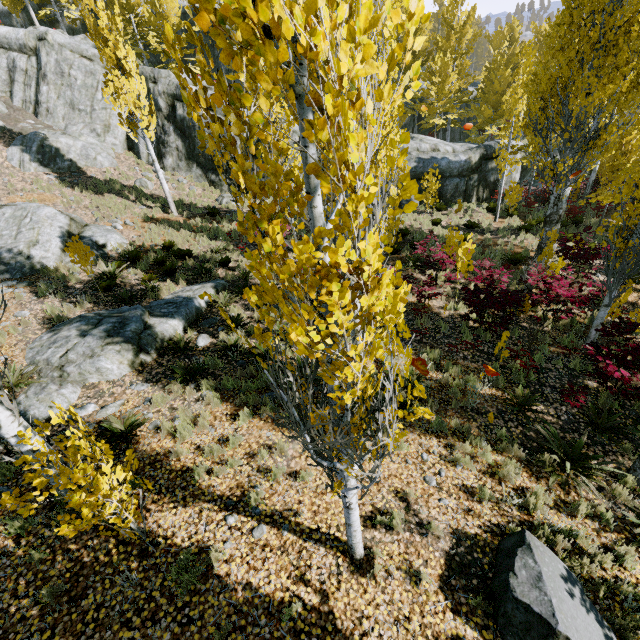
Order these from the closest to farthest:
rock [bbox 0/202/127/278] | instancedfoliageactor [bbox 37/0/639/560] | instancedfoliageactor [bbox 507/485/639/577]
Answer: instancedfoliageactor [bbox 37/0/639/560] → instancedfoliageactor [bbox 507/485/639/577] → rock [bbox 0/202/127/278]

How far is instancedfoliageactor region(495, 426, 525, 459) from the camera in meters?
6.2 m

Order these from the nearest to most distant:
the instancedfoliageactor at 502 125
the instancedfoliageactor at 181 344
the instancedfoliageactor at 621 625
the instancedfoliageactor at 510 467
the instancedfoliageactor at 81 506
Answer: the instancedfoliageactor at 502 125 → the instancedfoliageactor at 81 506 → the instancedfoliageactor at 621 625 → the instancedfoliageactor at 510 467 → the instancedfoliageactor at 181 344

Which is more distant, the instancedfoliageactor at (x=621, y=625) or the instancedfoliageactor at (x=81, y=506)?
the instancedfoliageactor at (x=621, y=625)

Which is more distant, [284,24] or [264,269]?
[264,269]

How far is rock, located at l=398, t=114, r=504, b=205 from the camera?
19.6m

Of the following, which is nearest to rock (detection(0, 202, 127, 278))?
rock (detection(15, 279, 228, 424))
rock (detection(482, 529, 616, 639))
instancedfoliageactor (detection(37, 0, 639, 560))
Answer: instancedfoliageactor (detection(37, 0, 639, 560))
